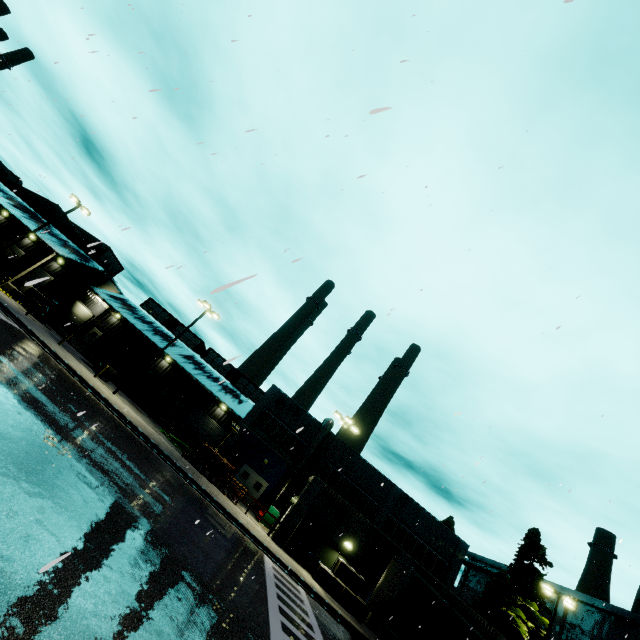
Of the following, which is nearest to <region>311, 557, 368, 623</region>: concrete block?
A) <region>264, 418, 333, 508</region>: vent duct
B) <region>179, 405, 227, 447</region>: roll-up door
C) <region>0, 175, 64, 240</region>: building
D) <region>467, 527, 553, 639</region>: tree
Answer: <region>0, 175, 64, 240</region>: building

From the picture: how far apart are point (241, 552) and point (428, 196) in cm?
1598

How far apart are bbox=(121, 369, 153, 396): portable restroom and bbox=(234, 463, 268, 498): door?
13.72m

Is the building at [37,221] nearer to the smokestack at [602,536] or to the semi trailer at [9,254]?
the semi trailer at [9,254]

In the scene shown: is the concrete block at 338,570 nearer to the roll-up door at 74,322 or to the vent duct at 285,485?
the vent duct at 285,485

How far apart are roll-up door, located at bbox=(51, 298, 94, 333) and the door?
27.12m

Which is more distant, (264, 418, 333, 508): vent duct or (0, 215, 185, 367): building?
(0, 215, 185, 367): building

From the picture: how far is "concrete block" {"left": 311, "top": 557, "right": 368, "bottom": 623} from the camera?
20.4 meters
